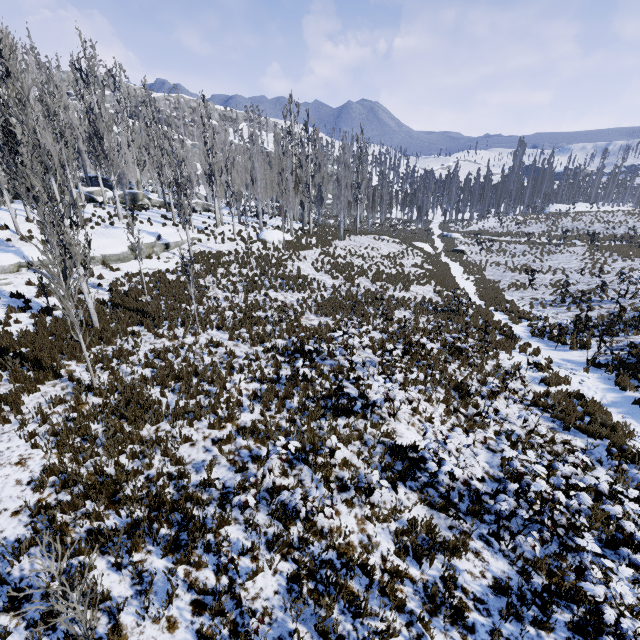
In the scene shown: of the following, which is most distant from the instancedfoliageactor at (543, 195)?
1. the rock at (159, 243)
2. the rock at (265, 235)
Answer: the rock at (265, 235)

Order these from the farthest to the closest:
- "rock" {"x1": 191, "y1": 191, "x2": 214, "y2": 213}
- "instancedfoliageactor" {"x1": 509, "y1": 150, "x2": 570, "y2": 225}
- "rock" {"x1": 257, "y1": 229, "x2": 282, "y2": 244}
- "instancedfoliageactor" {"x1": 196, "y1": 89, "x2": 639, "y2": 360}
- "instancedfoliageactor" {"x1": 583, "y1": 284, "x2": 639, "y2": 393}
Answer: "instancedfoliageactor" {"x1": 509, "y1": 150, "x2": 570, "y2": 225}, "rock" {"x1": 191, "y1": 191, "x2": 214, "y2": 213}, "rock" {"x1": 257, "y1": 229, "x2": 282, "y2": 244}, "instancedfoliageactor" {"x1": 196, "y1": 89, "x2": 639, "y2": 360}, "instancedfoliageactor" {"x1": 583, "y1": 284, "x2": 639, "y2": 393}

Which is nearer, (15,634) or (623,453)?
(15,634)

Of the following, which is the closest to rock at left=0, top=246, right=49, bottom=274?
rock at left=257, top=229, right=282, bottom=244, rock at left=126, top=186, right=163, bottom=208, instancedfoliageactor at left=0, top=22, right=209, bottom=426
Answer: instancedfoliageactor at left=0, top=22, right=209, bottom=426

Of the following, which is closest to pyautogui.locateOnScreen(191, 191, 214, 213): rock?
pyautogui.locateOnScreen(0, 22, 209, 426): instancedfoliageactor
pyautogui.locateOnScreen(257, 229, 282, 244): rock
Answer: pyautogui.locateOnScreen(0, 22, 209, 426): instancedfoliageactor

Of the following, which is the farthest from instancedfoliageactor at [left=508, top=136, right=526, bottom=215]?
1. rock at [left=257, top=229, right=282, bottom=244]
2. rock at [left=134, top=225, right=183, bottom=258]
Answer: rock at [left=257, top=229, right=282, bottom=244]
